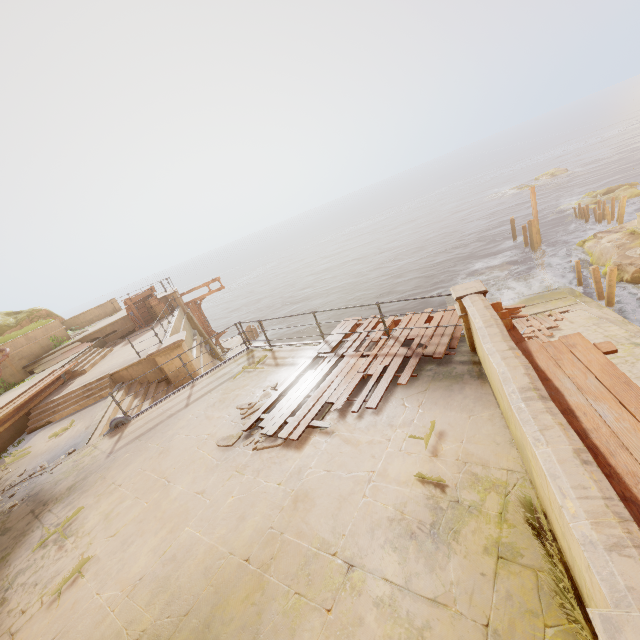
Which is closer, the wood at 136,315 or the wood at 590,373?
the wood at 590,373

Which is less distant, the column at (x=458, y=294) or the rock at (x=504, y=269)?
the column at (x=458, y=294)

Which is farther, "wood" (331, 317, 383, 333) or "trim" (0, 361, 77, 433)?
"trim" (0, 361, 77, 433)

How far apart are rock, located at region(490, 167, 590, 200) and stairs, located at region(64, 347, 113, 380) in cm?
6051

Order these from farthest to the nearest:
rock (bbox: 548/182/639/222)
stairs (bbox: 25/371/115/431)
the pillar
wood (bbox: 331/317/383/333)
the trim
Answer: rock (bbox: 548/182/639/222) → the pillar → stairs (bbox: 25/371/115/431) → the trim → wood (bbox: 331/317/383/333)

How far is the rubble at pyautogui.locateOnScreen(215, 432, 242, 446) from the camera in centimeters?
633cm

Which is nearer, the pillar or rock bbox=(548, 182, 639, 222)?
the pillar

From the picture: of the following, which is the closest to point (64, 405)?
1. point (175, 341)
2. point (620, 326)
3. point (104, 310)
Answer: point (175, 341)
